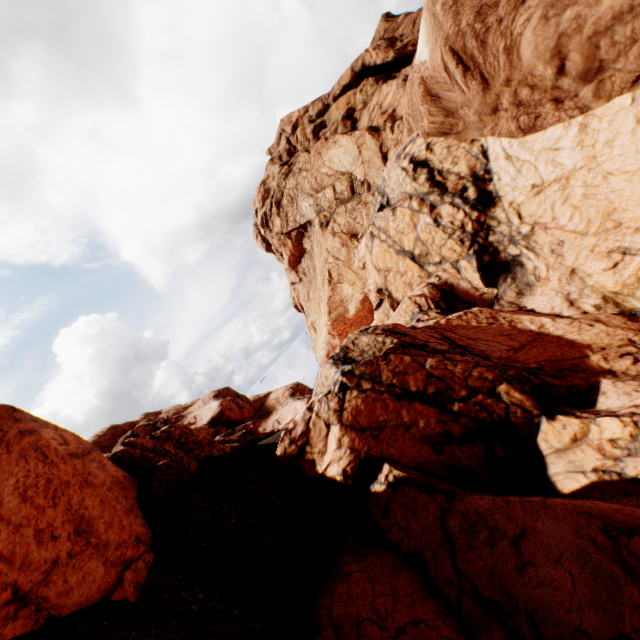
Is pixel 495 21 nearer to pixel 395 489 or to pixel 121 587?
pixel 395 489
